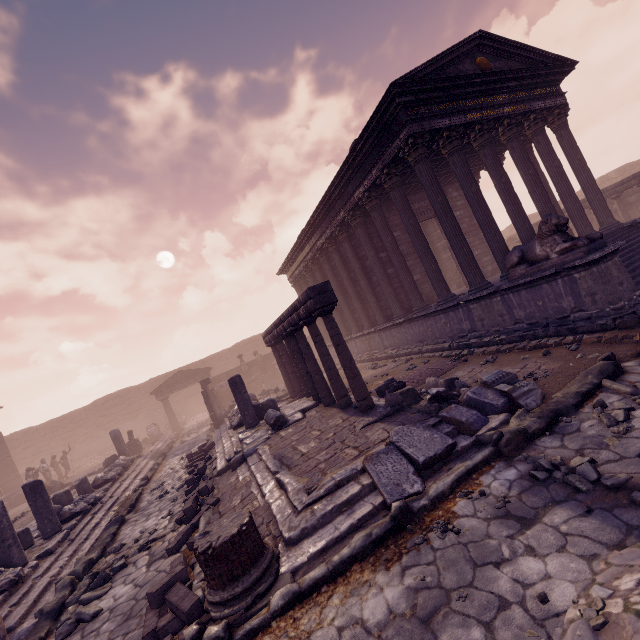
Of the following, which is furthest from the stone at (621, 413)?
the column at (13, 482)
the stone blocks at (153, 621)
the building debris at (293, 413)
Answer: the column at (13, 482)

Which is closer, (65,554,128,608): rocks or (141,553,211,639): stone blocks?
(141,553,211,639): stone blocks

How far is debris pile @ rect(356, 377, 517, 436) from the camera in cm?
500

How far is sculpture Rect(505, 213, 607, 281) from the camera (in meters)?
6.60

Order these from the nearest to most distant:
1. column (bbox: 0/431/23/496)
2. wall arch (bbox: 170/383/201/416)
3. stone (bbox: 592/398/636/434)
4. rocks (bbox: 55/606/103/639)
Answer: stone (bbox: 592/398/636/434)
rocks (bbox: 55/606/103/639)
column (bbox: 0/431/23/496)
wall arch (bbox: 170/383/201/416)

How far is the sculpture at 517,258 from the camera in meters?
6.6 m

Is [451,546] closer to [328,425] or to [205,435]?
[328,425]

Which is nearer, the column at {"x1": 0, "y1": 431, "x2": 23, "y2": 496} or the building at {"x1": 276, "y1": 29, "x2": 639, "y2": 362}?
the building at {"x1": 276, "y1": 29, "x2": 639, "y2": 362}
